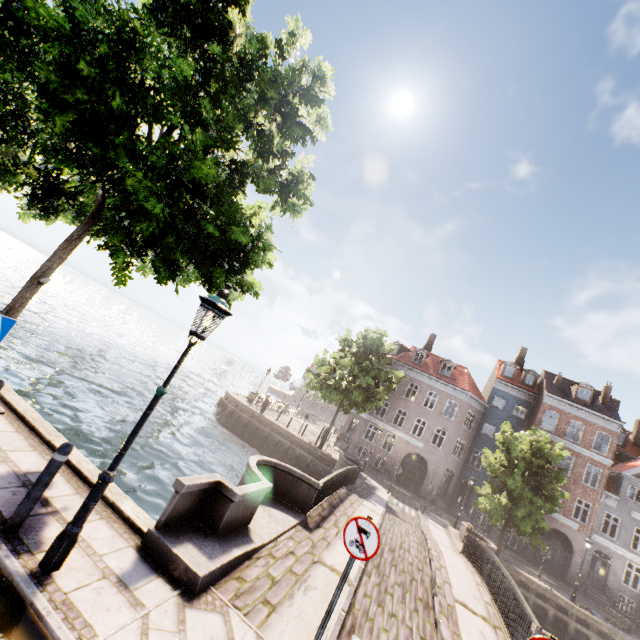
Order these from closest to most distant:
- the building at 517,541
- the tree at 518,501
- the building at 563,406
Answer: the tree at 518,501 < the building at 563,406 < the building at 517,541

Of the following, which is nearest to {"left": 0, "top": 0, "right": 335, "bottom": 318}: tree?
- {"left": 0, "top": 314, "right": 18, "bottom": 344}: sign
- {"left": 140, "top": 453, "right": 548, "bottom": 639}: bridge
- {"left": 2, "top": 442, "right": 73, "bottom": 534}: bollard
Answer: {"left": 140, "top": 453, "right": 548, "bottom": 639}: bridge

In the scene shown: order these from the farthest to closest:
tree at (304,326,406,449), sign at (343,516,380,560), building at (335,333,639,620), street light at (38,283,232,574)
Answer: building at (335,333,639,620) < tree at (304,326,406,449) < sign at (343,516,380,560) < street light at (38,283,232,574)

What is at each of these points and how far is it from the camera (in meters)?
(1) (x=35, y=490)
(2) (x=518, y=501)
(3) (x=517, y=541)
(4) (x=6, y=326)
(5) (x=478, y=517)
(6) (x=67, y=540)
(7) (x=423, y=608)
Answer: (1) bollard, 3.92
(2) tree, 19.31
(3) building, 26.92
(4) sign, 5.08
(5) building, 34.66
(6) street light, 3.68
(7) bridge, 8.00

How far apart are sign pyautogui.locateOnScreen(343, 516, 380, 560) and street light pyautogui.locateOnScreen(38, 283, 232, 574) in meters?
3.2

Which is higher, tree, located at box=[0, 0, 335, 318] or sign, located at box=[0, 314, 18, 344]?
tree, located at box=[0, 0, 335, 318]

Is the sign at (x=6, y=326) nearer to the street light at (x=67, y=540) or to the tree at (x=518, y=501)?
the tree at (x=518, y=501)

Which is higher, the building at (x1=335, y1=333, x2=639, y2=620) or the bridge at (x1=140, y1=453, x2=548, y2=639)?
the building at (x1=335, y1=333, x2=639, y2=620)
